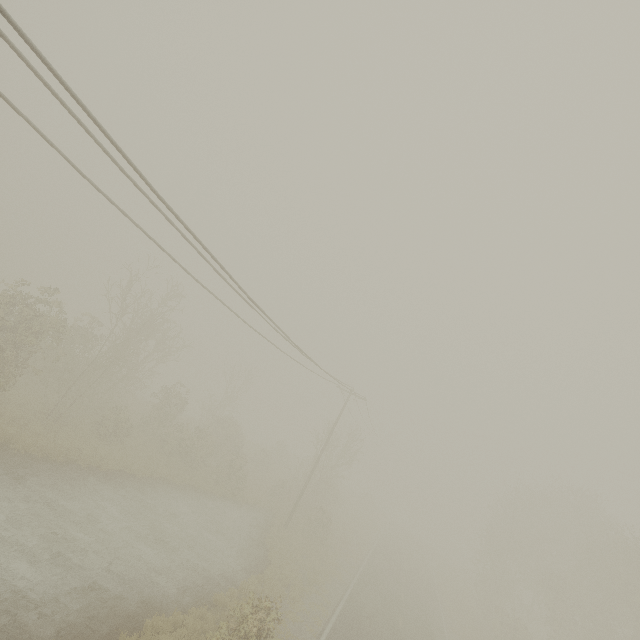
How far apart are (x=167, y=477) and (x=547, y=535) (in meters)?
40.61
